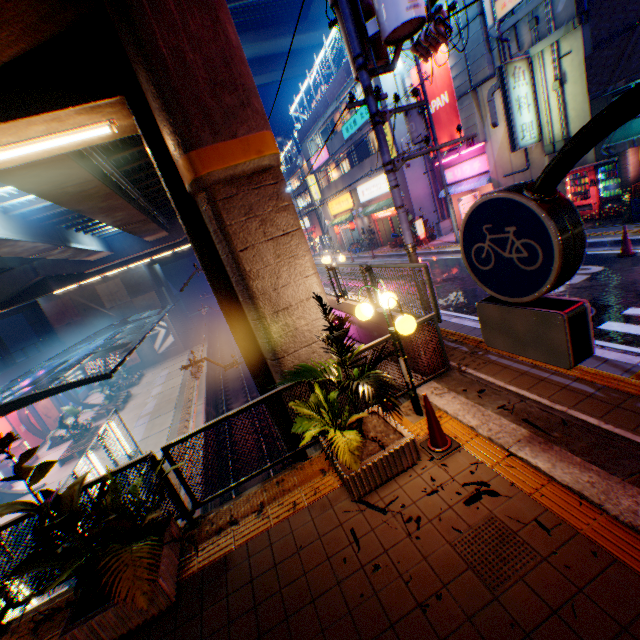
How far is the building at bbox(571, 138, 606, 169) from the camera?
12.76m

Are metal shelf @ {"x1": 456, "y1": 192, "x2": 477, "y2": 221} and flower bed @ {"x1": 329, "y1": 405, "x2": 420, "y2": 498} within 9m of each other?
no

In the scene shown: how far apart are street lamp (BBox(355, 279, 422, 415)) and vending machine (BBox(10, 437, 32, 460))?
32.5 meters

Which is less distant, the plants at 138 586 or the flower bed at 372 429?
the plants at 138 586

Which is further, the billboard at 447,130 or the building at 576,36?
the billboard at 447,130

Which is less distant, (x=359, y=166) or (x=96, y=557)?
(x=96, y=557)

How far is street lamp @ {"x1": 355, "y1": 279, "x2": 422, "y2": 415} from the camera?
4.35m

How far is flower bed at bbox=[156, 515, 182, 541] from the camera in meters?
4.0
